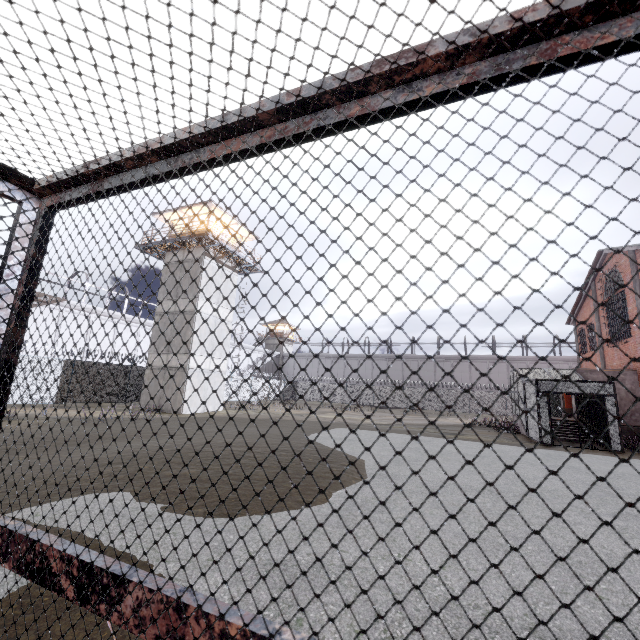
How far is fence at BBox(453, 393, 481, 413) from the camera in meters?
39.2 m

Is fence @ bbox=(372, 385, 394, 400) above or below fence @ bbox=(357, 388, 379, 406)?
above

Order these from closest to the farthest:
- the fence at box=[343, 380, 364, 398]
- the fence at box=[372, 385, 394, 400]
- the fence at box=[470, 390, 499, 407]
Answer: the fence at box=[470, 390, 499, 407], the fence at box=[372, 385, 394, 400], the fence at box=[343, 380, 364, 398]

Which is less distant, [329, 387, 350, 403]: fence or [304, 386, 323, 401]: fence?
[329, 387, 350, 403]: fence

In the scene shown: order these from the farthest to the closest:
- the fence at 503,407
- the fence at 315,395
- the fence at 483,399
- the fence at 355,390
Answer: the fence at 315,395
the fence at 355,390
the fence at 483,399
the fence at 503,407

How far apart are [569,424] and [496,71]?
24.03m

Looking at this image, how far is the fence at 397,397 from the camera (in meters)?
42.47
